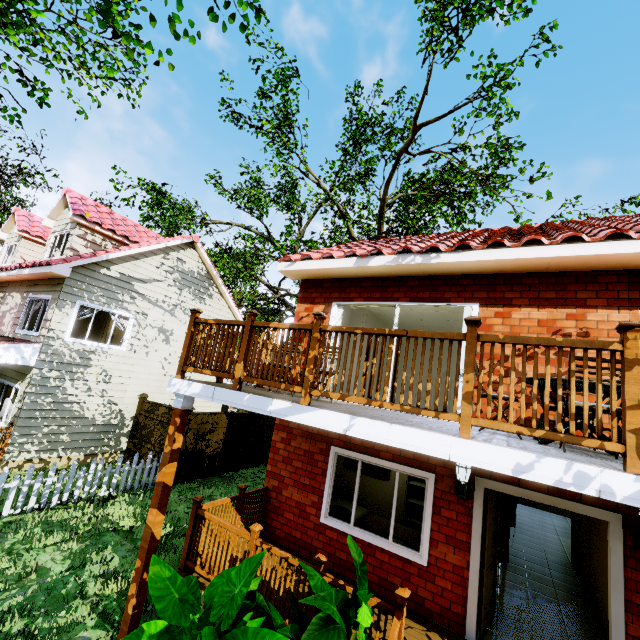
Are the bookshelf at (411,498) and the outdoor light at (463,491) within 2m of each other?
no

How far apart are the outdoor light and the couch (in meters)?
2.22

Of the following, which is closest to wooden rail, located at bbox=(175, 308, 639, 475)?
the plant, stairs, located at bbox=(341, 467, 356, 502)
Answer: the plant

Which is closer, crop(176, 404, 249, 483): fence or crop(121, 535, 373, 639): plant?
crop(121, 535, 373, 639): plant

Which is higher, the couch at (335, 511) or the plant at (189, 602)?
the plant at (189, 602)

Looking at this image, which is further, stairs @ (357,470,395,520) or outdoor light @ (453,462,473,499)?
stairs @ (357,470,395,520)

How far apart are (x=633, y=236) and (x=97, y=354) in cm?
1428

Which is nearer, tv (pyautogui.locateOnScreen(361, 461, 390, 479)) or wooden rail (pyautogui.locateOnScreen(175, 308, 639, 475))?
wooden rail (pyautogui.locateOnScreen(175, 308, 639, 475))
